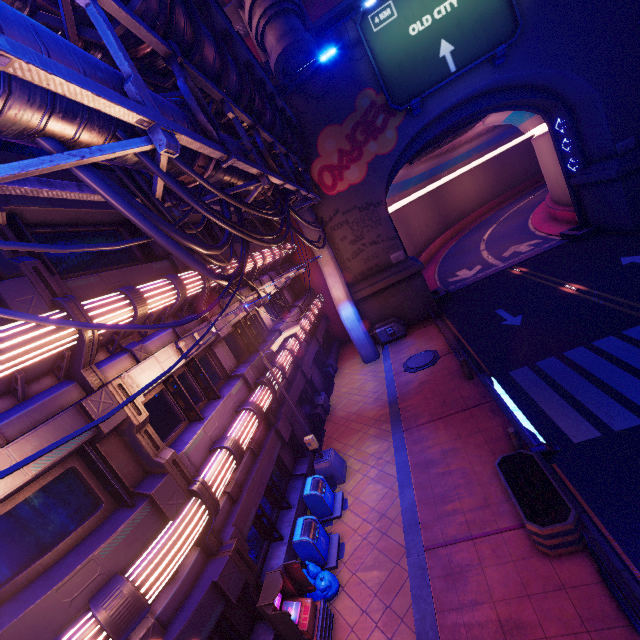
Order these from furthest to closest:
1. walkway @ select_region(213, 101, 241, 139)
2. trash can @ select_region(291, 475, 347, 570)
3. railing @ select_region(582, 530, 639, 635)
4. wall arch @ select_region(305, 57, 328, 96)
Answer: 1. wall arch @ select_region(305, 57, 328, 96)
2. walkway @ select_region(213, 101, 241, 139)
3. trash can @ select_region(291, 475, 347, 570)
4. railing @ select_region(582, 530, 639, 635)

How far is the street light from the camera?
11.0 meters

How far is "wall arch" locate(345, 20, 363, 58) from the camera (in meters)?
18.72

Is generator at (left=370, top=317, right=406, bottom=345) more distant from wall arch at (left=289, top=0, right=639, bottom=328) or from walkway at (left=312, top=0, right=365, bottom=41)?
walkway at (left=312, top=0, right=365, bottom=41)

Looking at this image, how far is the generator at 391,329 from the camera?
21.8m

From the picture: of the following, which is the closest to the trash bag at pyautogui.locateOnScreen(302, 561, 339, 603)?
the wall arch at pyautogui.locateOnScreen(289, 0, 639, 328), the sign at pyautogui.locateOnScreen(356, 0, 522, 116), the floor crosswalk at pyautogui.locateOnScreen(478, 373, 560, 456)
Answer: the floor crosswalk at pyautogui.locateOnScreen(478, 373, 560, 456)

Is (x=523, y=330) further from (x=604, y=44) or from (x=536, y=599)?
(x=604, y=44)

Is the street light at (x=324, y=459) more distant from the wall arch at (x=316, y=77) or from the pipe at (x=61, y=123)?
the wall arch at (x=316, y=77)
